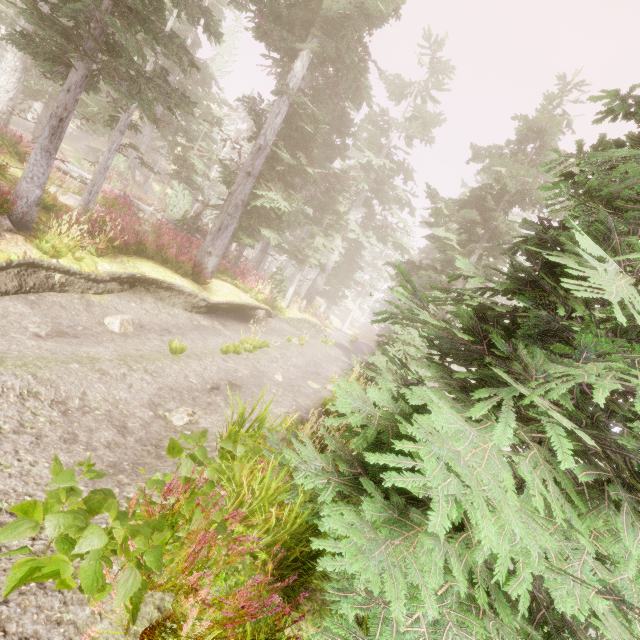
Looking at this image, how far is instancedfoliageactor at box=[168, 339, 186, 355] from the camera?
7.9m

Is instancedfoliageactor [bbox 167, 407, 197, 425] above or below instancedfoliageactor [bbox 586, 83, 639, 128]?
below

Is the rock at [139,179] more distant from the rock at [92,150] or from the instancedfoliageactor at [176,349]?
the rock at [92,150]

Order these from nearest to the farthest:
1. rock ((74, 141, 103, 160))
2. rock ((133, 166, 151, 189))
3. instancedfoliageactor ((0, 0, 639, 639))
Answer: instancedfoliageactor ((0, 0, 639, 639)) < rock ((74, 141, 103, 160)) < rock ((133, 166, 151, 189))

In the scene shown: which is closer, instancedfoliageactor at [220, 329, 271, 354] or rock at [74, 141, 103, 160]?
instancedfoliageactor at [220, 329, 271, 354]

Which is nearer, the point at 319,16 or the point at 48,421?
the point at 48,421

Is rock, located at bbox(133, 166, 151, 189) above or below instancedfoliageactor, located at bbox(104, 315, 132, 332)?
above

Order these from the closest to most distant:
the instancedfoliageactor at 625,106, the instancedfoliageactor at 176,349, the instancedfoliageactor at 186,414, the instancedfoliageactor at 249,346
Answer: the instancedfoliageactor at 625,106 → the instancedfoliageactor at 186,414 → the instancedfoliageactor at 176,349 → the instancedfoliageactor at 249,346
